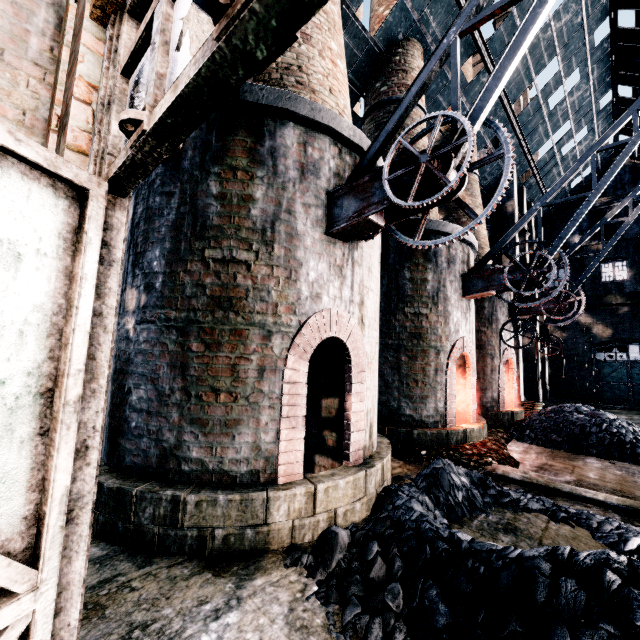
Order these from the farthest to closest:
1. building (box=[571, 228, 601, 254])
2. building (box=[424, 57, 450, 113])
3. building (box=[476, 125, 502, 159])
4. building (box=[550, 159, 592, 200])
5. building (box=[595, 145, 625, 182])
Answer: building (box=[571, 228, 601, 254])
building (box=[550, 159, 592, 200])
building (box=[595, 145, 625, 182])
building (box=[476, 125, 502, 159])
building (box=[424, 57, 450, 113])

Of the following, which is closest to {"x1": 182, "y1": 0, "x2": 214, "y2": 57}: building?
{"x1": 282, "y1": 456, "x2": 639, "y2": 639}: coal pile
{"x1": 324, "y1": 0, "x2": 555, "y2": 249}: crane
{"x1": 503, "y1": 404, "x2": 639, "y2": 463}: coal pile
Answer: {"x1": 282, "y1": 456, "x2": 639, "y2": 639}: coal pile

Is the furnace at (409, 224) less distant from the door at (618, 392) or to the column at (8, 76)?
the column at (8, 76)

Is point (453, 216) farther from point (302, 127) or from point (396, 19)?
point (302, 127)

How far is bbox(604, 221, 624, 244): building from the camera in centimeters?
2700cm

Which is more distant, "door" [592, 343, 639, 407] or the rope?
"door" [592, 343, 639, 407]

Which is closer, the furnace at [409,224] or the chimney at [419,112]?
the furnace at [409,224]

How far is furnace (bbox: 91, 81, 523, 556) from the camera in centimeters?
488cm
